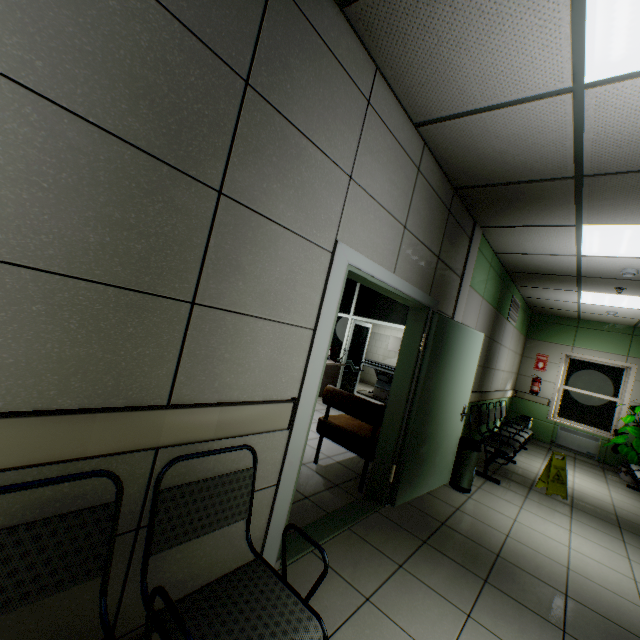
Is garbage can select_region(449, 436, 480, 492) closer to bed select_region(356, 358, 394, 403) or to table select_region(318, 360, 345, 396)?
table select_region(318, 360, 345, 396)

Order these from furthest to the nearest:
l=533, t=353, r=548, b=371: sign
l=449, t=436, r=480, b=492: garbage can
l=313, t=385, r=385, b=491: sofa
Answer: l=533, t=353, r=548, b=371: sign → l=449, t=436, r=480, b=492: garbage can → l=313, t=385, r=385, b=491: sofa

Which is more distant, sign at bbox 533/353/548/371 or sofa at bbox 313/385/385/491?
sign at bbox 533/353/548/371

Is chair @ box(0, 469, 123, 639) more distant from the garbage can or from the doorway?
the doorway

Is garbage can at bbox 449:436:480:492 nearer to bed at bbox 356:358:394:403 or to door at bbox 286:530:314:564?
door at bbox 286:530:314:564

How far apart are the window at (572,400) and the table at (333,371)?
5.45m

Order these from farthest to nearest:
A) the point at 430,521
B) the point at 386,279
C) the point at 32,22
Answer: the point at 430,521 < the point at 386,279 < the point at 32,22

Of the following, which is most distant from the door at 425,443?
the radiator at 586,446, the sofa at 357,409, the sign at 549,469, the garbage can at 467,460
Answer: the radiator at 586,446
